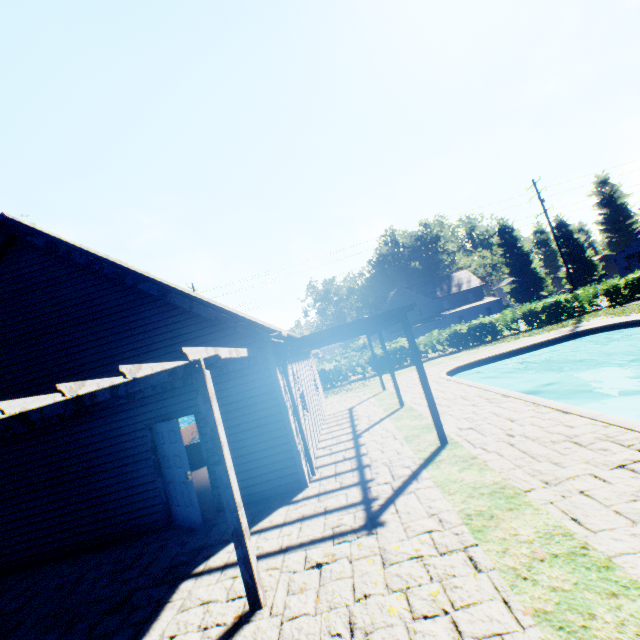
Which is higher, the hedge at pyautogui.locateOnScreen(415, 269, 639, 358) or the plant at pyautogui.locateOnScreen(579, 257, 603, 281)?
the plant at pyautogui.locateOnScreen(579, 257, 603, 281)

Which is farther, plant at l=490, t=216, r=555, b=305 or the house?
the house

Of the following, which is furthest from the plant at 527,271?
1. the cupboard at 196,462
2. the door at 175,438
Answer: A: the cupboard at 196,462

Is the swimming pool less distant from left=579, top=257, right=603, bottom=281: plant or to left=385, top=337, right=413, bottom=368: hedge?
left=579, top=257, right=603, bottom=281: plant

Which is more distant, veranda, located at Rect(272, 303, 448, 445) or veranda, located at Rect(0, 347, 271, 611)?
veranda, located at Rect(272, 303, 448, 445)

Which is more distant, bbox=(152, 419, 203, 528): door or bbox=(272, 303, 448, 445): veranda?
bbox=(272, 303, 448, 445): veranda

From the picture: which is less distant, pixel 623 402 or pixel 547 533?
pixel 547 533

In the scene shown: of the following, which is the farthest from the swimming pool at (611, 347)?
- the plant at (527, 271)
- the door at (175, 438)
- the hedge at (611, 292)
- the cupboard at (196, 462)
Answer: the cupboard at (196, 462)
